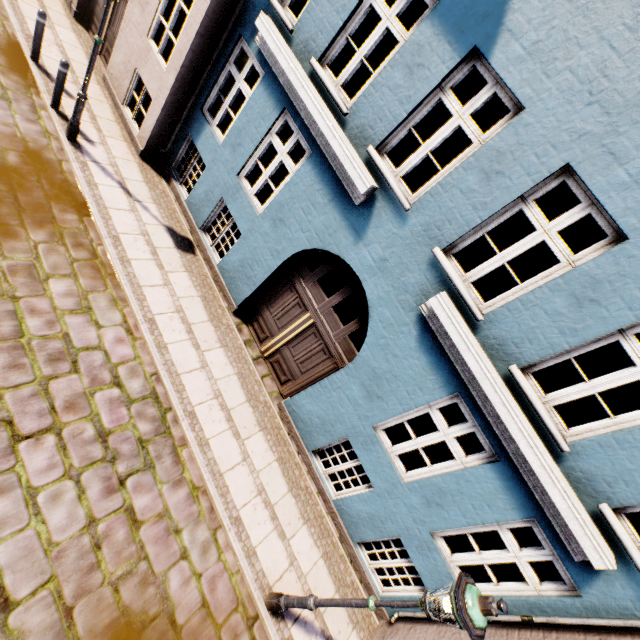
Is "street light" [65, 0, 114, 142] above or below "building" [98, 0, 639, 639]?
below

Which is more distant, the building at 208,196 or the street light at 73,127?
the street light at 73,127

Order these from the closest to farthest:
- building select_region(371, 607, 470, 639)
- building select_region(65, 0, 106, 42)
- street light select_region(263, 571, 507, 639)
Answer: street light select_region(263, 571, 507, 639) → building select_region(371, 607, 470, 639) → building select_region(65, 0, 106, 42)

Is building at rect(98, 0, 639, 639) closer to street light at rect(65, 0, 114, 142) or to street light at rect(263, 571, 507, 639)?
street light at rect(65, 0, 114, 142)

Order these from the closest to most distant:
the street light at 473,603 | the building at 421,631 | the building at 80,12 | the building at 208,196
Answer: the street light at 473,603
the building at 208,196
the building at 421,631
the building at 80,12

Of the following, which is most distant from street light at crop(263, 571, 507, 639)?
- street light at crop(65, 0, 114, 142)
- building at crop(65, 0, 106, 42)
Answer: street light at crop(65, 0, 114, 142)

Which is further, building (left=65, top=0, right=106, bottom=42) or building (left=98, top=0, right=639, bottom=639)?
building (left=65, top=0, right=106, bottom=42)

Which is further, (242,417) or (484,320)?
(242,417)
